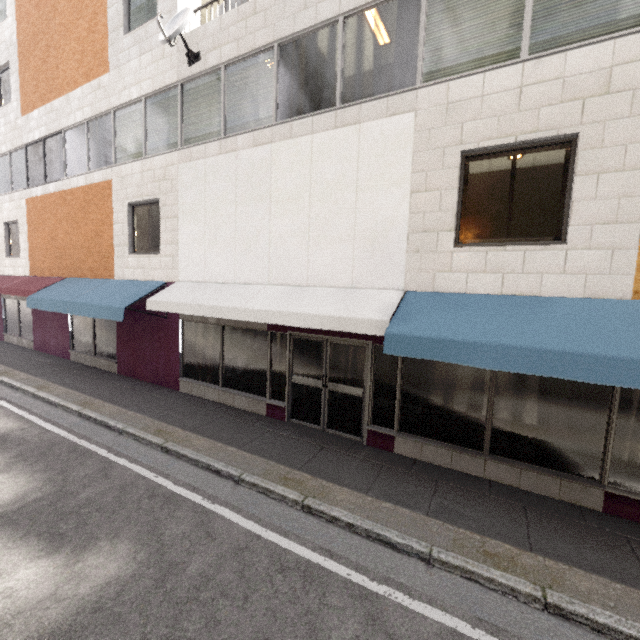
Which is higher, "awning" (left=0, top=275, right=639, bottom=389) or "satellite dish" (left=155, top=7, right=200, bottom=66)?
"satellite dish" (left=155, top=7, right=200, bottom=66)

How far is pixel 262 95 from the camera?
7.0 meters

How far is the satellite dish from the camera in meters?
6.9 m

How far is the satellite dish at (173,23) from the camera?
6.9 meters

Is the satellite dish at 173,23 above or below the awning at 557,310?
above

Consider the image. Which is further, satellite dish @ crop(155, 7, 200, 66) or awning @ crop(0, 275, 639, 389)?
satellite dish @ crop(155, 7, 200, 66)
